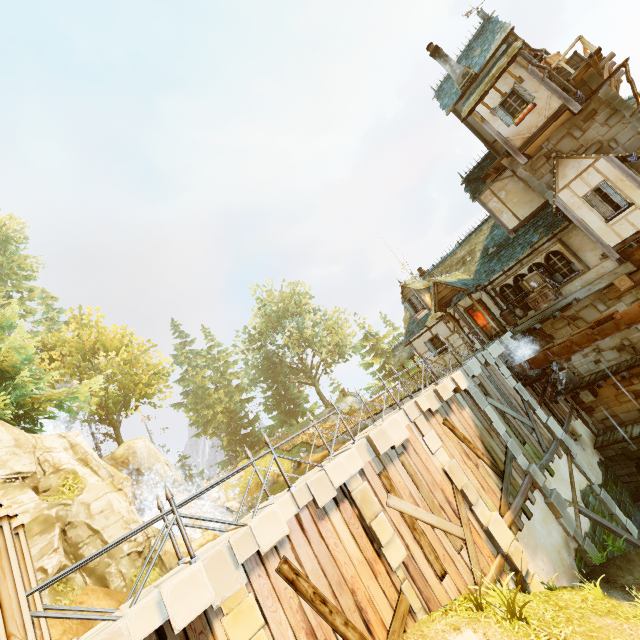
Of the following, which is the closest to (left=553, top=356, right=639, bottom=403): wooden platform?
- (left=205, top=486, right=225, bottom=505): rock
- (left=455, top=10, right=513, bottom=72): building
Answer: (left=455, top=10, right=513, bottom=72): building

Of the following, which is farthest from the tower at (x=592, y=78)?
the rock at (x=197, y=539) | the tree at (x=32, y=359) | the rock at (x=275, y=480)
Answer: the rock at (x=275, y=480)

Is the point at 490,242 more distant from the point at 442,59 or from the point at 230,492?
the point at 230,492

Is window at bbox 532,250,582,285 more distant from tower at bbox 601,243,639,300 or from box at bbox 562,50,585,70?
box at bbox 562,50,585,70

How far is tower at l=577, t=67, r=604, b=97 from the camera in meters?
12.8

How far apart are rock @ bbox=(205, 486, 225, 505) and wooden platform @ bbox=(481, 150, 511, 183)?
33.63m

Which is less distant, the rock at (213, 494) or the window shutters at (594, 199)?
the window shutters at (594, 199)

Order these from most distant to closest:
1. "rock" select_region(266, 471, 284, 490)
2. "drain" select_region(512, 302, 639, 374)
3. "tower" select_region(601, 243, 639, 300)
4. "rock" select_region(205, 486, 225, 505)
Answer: "rock" select_region(205, 486, 225, 505), "rock" select_region(266, 471, 284, 490), "tower" select_region(601, 243, 639, 300), "drain" select_region(512, 302, 639, 374)
